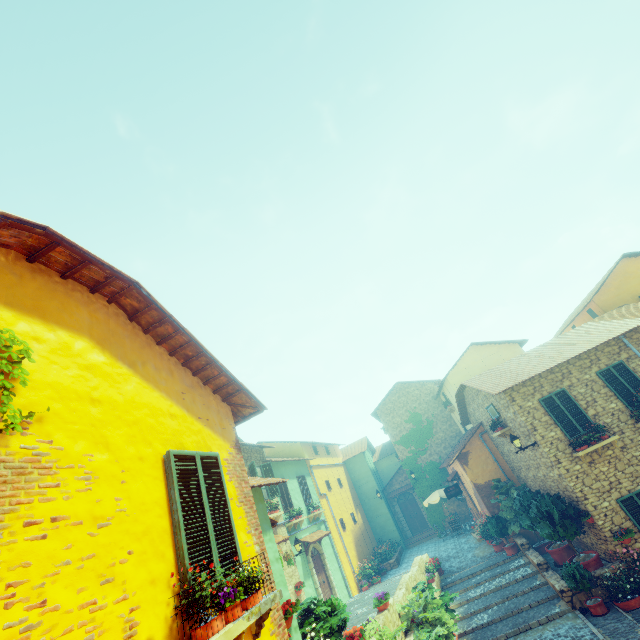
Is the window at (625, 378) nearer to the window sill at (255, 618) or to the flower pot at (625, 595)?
the flower pot at (625, 595)

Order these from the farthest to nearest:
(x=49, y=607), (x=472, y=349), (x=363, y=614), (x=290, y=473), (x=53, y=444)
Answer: (x=472, y=349), (x=290, y=473), (x=363, y=614), (x=53, y=444), (x=49, y=607)

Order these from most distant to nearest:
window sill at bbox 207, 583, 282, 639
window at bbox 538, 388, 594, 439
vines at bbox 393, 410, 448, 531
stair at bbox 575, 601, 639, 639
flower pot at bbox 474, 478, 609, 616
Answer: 1. vines at bbox 393, 410, 448, 531
2. window at bbox 538, 388, 594, 439
3. flower pot at bbox 474, 478, 609, 616
4. stair at bbox 575, 601, 639, 639
5. window sill at bbox 207, 583, 282, 639

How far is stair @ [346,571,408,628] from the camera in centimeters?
1088cm

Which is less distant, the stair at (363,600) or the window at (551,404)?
the stair at (363,600)

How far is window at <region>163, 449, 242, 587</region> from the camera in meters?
3.8 m

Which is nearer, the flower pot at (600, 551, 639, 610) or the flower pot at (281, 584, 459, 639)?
the flower pot at (281, 584, 459, 639)

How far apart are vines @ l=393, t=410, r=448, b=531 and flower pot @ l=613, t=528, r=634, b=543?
14.3m
